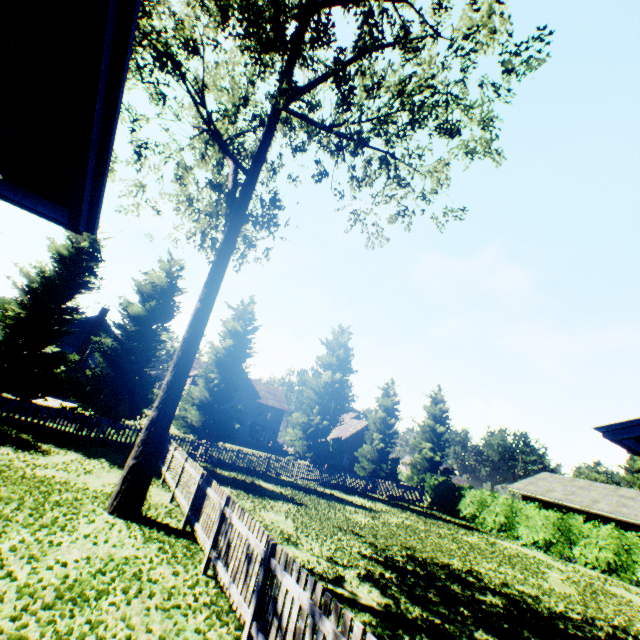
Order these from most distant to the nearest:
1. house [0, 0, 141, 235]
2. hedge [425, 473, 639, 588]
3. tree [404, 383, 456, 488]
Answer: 1. tree [404, 383, 456, 488]
2. hedge [425, 473, 639, 588]
3. house [0, 0, 141, 235]

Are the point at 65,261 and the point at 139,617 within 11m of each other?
no

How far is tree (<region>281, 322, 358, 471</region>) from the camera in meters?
26.4

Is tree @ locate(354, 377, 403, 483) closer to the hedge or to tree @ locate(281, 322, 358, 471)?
tree @ locate(281, 322, 358, 471)

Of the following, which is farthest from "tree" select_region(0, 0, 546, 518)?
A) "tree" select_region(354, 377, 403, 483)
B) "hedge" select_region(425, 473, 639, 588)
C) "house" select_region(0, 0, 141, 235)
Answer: "hedge" select_region(425, 473, 639, 588)

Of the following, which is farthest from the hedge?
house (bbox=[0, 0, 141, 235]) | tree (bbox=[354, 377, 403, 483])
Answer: house (bbox=[0, 0, 141, 235])

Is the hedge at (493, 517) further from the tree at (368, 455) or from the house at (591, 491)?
the house at (591, 491)

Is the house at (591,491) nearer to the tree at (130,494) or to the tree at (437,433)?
the tree at (130,494)
